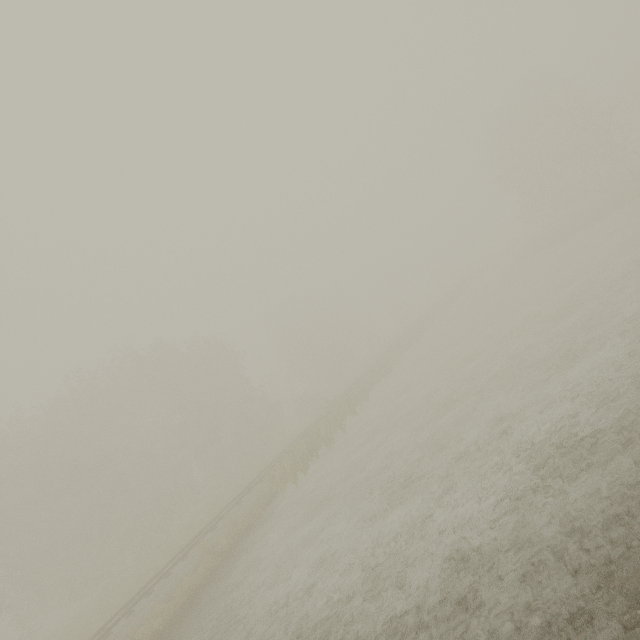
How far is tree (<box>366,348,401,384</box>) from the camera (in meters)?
29.50

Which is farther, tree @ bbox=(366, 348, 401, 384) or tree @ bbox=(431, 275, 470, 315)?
tree @ bbox=(431, 275, 470, 315)

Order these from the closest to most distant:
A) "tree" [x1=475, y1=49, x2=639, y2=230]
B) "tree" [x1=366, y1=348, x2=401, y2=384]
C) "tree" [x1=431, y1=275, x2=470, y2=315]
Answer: "tree" [x1=366, y1=348, x2=401, y2=384] < "tree" [x1=475, y1=49, x2=639, y2=230] < "tree" [x1=431, y1=275, x2=470, y2=315]

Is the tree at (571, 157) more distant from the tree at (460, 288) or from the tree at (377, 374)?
the tree at (377, 374)

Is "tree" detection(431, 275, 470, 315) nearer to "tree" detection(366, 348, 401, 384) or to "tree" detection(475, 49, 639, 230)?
"tree" detection(475, 49, 639, 230)

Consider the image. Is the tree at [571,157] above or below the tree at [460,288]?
above

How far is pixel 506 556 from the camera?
6.0m
